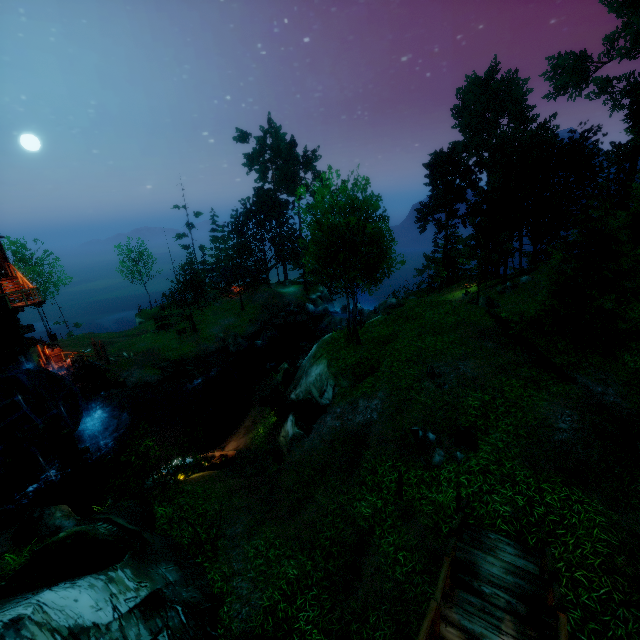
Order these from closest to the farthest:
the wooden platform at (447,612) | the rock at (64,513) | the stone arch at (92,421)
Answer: the wooden platform at (447,612) → the rock at (64,513) → the stone arch at (92,421)

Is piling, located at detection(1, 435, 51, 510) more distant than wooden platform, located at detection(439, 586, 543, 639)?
Yes

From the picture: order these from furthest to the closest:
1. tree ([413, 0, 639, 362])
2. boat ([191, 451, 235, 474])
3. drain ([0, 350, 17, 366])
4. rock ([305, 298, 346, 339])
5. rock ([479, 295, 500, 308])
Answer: rock ([305, 298, 346, 339]) → rock ([479, 295, 500, 308]) → drain ([0, 350, 17, 366]) → boat ([191, 451, 235, 474]) → tree ([413, 0, 639, 362])

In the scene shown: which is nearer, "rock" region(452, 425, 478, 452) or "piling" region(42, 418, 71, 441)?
"rock" region(452, 425, 478, 452)

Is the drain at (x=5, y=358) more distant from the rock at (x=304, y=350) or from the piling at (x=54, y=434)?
the rock at (x=304, y=350)

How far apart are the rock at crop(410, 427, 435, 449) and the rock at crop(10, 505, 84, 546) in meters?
12.2 m

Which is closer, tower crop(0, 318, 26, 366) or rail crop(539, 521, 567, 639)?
rail crop(539, 521, 567, 639)

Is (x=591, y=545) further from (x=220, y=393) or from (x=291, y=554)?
(x=220, y=393)
